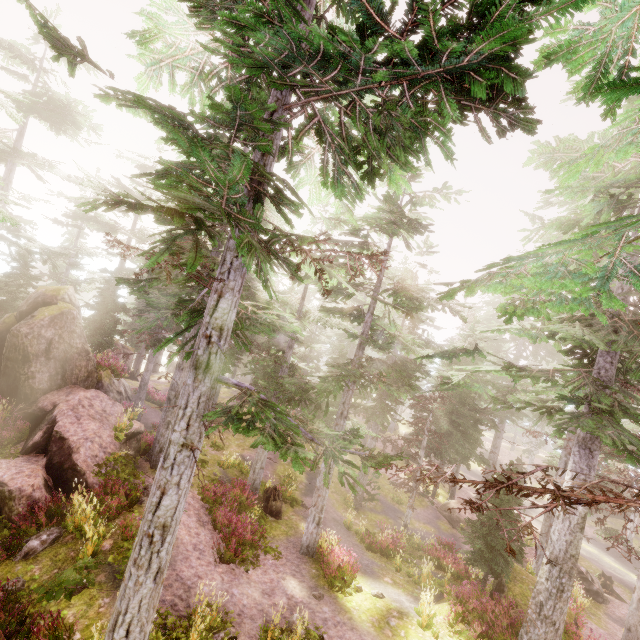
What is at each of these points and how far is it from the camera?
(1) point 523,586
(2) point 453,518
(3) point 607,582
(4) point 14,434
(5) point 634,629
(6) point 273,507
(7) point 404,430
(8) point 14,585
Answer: (1) rock, 13.23m
(2) rock, 24.28m
(3) tree trunk, 23.59m
(4) instancedfoliageactor, 14.23m
(5) instancedfoliageactor, 14.62m
(6) tree trunk, 17.17m
(7) rock, 43.66m
(8) instancedfoliageactor, 8.33m

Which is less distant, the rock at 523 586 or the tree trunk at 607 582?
the rock at 523 586

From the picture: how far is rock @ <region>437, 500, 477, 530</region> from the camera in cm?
2380

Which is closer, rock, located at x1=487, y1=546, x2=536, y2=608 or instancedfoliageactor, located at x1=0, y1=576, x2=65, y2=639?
instancedfoliageactor, located at x1=0, y1=576, x2=65, y2=639

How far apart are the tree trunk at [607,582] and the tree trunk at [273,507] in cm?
2499

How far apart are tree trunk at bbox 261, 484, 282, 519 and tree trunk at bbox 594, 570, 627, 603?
24.99m

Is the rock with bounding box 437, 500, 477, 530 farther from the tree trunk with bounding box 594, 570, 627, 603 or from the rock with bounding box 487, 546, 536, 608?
the rock with bounding box 487, 546, 536, 608

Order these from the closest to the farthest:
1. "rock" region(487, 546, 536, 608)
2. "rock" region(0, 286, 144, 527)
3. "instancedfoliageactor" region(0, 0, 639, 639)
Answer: "instancedfoliageactor" region(0, 0, 639, 639)
"rock" region(0, 286, 144, 527)
"rock" region(487, 546, 536, 608)
